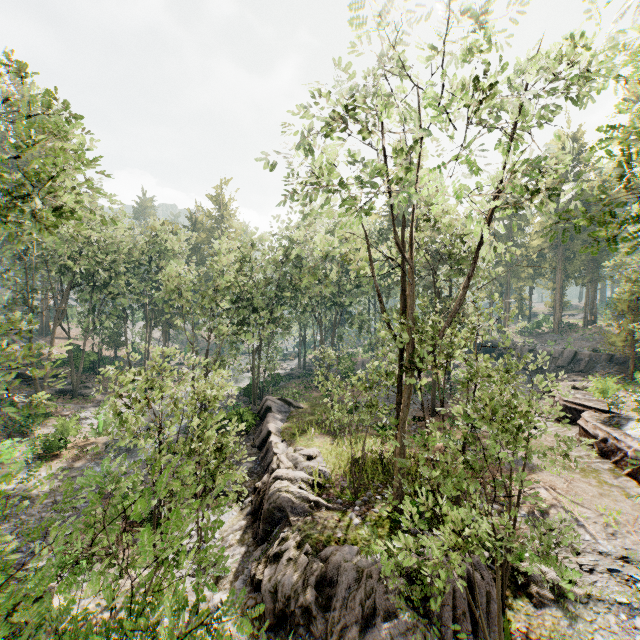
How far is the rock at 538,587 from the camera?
9.91m

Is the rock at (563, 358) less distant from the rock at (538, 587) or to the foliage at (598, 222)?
the foliage at (598, 222)

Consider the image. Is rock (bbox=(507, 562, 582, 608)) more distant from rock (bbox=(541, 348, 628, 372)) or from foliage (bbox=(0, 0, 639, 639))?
rock (bbox=(541, 348, 628, 372))

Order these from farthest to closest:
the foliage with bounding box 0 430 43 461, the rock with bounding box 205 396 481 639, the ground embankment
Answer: the foliage with bounding box 0 430 43 461 < the ground embankment < the rock with bounding box 205 396 481 639

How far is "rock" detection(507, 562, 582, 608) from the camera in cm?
991

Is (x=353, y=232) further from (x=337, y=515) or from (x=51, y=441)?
(x=51, y=441)

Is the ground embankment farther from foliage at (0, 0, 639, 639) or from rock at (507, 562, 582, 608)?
rock at (507, 562, 582, 608)

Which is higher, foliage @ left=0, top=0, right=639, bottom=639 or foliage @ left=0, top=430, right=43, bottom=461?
foliage @ left=0, top=0, right=639, bottom=639
